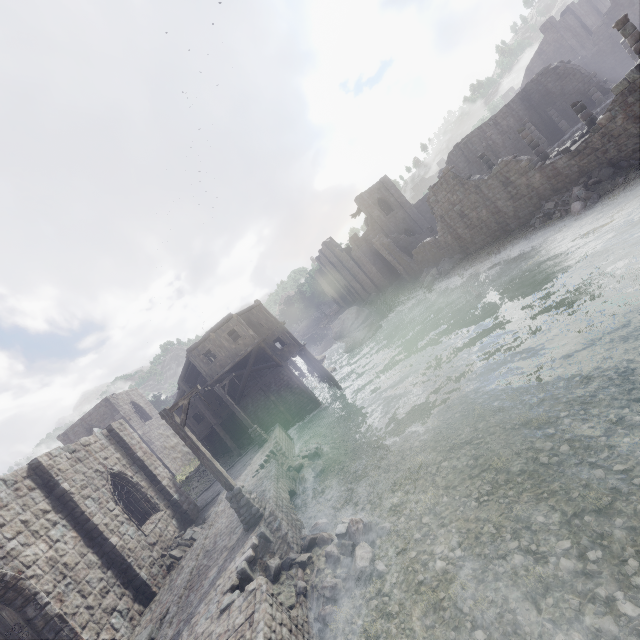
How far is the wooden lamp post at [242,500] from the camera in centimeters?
1056cm

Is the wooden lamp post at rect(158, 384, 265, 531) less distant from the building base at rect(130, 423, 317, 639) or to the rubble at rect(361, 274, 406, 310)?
the building base at rect(130, 423, 317, 639)

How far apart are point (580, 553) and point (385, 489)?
5.78m

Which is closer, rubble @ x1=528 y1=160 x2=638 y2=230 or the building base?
the building base

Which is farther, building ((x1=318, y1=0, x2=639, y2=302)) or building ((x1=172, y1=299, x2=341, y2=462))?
building ((x1=172, y1=299, x2=341, y2=462))

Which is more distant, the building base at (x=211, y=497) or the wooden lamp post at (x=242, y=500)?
the wooden lamp post at (x=242, y=500)

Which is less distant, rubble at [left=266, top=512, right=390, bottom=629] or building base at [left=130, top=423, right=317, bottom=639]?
building base at [left=130, top=423, right=317, bottom=639]

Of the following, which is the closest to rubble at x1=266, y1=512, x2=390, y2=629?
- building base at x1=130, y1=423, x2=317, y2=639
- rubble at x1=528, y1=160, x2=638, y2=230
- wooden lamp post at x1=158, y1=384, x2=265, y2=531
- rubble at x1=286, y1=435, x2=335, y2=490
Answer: building base at x1=130, y1=423, x2=317, y2=639
